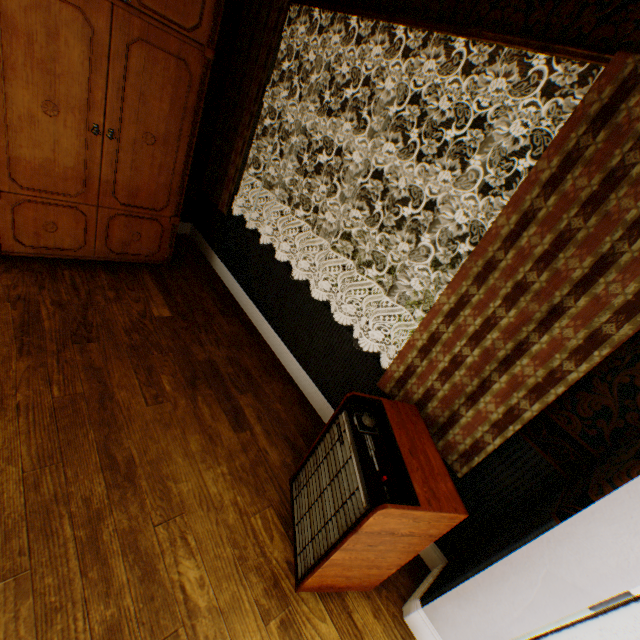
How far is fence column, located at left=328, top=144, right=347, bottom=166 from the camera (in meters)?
23.52

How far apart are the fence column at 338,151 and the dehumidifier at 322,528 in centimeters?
2505cm

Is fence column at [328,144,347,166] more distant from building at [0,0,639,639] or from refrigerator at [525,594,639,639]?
refrigerator at [525,594,639,639]

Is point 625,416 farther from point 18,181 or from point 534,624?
point 18,181

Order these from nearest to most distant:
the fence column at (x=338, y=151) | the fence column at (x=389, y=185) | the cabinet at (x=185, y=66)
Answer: the cabinet at (x=185, y=66) → the fence column at (x=389, y=185) → the fence column at (x=338, y=151)

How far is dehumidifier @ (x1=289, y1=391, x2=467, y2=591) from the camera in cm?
136

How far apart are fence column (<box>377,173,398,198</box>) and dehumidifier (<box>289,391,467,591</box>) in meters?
21.1

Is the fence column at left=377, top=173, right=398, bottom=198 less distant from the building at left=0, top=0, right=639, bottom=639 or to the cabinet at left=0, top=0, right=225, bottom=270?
the building at left=0, top=0, right=639, bottom=639
